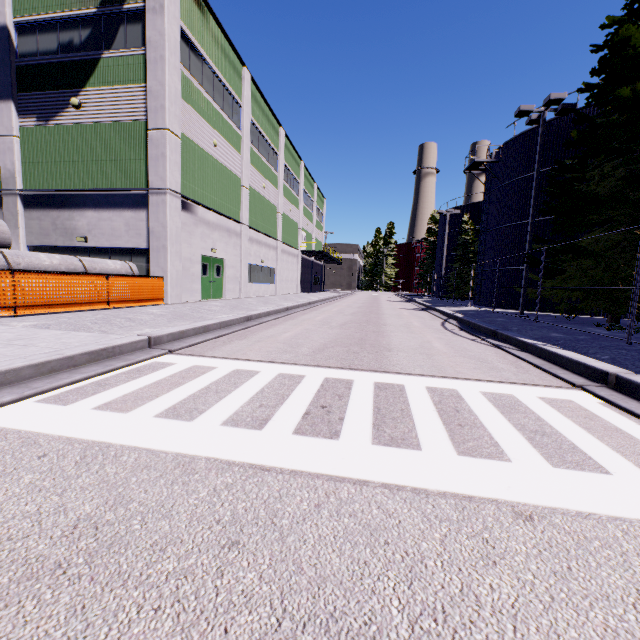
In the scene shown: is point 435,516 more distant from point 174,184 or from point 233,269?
point 233,269

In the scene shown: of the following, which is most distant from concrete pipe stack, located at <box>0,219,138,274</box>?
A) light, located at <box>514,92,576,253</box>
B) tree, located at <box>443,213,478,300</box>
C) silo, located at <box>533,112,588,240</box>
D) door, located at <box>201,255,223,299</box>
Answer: tree, located at <box>443,213,478,300</box>

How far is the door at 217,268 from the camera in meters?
18.0

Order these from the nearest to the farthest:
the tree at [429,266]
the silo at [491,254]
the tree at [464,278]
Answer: the silo at [491,254]
the tree at [464,278]
the tree at [429,266]

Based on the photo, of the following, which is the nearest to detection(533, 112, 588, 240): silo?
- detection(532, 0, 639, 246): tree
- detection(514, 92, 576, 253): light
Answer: detection(532, 0, 639, 246): tree

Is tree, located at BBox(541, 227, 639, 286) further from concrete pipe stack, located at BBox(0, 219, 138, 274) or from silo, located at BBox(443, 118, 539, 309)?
concrete pipe stack, located at BBox(0, 219, 138, 274)

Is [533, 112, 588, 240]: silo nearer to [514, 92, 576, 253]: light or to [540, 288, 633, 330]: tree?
[540, 288, 633, 330]: tree

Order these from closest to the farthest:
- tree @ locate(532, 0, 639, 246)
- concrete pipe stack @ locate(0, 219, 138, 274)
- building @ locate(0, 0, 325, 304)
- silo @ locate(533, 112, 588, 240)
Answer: concrete pipe stack @ locate(0, 219, 138, 274) → tree @ locate(532, 0, 639, 246) → building @ locate(0, 0, 325, 304) → silo @ locate(533, 112, 588, 240)
